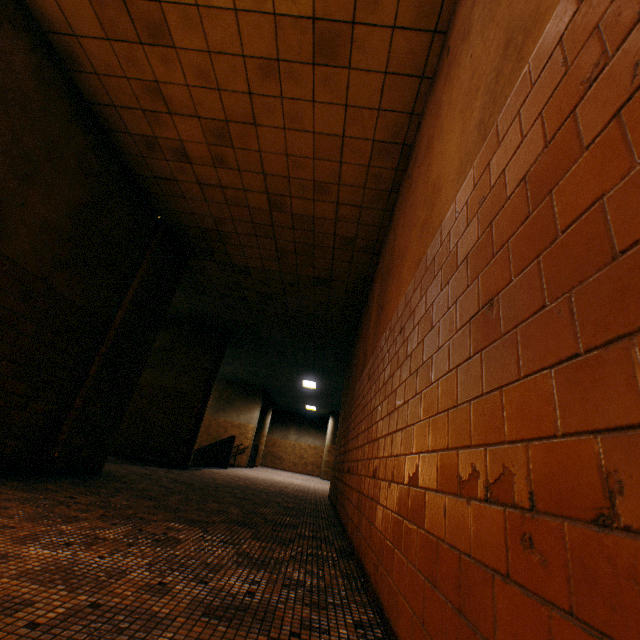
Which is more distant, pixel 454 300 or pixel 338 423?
pixel 338 423

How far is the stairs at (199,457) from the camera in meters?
12.1

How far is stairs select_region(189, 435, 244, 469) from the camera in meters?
12.1 m
